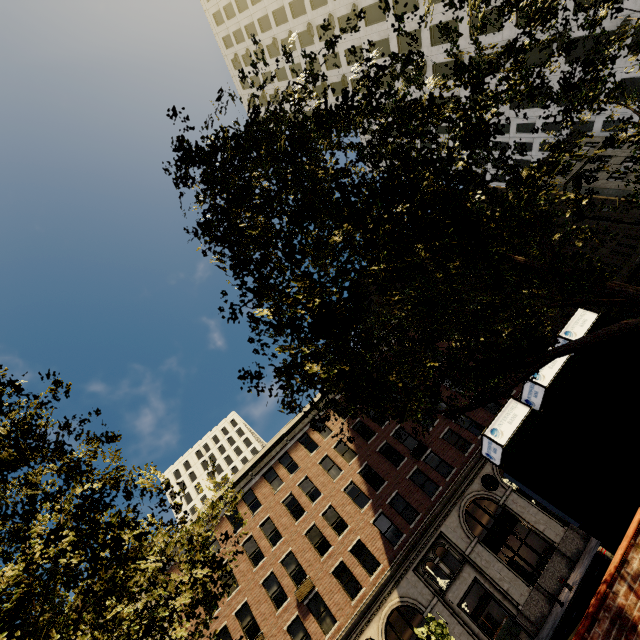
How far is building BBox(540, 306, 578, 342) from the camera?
28.06m

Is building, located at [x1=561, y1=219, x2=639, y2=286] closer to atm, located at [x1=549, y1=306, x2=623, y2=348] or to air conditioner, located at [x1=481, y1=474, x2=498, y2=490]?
air conditioner, located at [x1=481, y1=474, x2=498, y2=490]

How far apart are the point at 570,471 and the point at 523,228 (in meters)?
4.29

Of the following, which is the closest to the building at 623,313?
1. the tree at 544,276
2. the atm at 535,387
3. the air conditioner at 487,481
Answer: the air conditioner at 487,481

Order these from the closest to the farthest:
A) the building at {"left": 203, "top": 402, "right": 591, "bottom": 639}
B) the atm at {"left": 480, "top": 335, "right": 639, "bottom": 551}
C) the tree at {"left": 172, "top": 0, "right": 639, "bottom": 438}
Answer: the tree at {"left": 172, "top": 0, "right": 639, "bottom": 438}
the atm at {"left": 480, "top": 335, "right": 639, "bottom": 551}
the building at {"left": 203, "top": 402, "right": 591, "bottom": 639}

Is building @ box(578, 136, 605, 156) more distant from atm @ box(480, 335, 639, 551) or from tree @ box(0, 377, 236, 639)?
atm @ box(480, 335, 639, 551)

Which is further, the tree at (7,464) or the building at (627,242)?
the building at (627,242)

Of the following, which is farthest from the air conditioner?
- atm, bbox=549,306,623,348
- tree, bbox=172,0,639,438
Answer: atm, bbox=549,306,623,348
